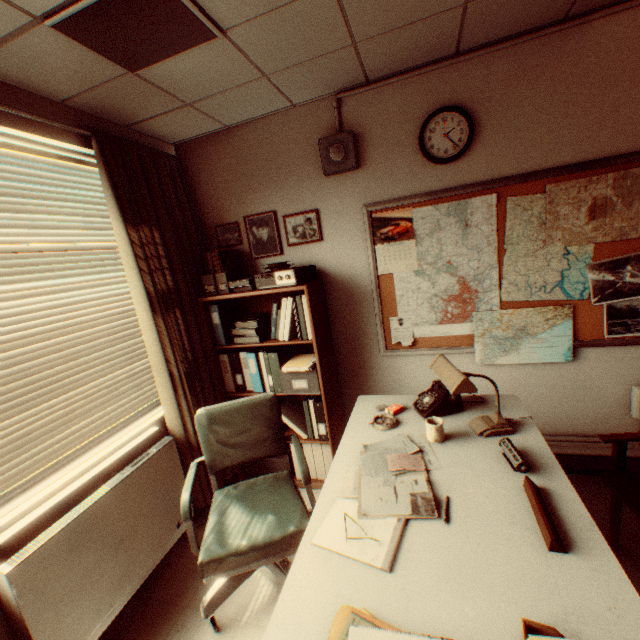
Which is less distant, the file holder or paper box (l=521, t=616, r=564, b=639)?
paper box (l=521, t=616, r=564, b=639)

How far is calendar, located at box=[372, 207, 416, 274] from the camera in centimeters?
282cm

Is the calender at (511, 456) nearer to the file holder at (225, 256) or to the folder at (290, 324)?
the folder at (290, 324)

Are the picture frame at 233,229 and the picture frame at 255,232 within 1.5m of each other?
yes

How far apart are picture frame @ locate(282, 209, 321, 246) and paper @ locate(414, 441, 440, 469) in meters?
2.0 m

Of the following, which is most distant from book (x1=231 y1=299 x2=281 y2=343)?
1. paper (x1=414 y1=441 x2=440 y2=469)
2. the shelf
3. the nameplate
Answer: the nameplate

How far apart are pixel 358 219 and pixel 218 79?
1.49m

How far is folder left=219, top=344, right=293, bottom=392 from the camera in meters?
3.0
